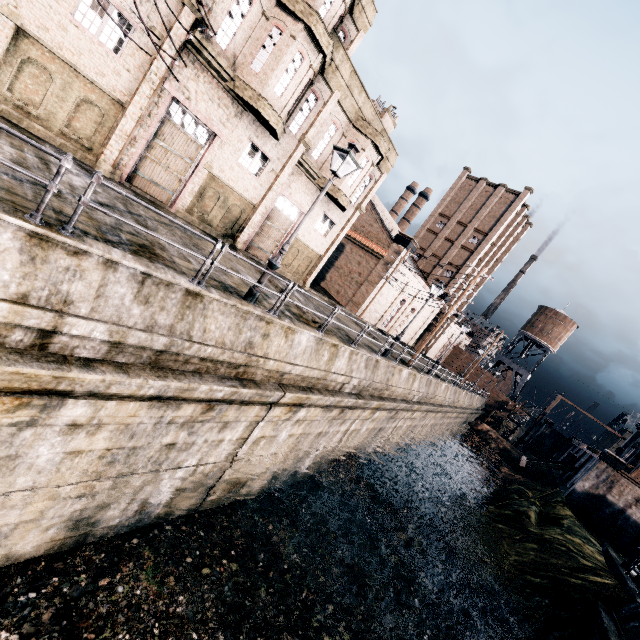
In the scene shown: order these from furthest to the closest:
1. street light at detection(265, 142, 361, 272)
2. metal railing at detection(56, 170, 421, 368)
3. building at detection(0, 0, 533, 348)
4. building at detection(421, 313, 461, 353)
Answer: building at detection(421, 313, 461, 353) < building at detection(0, 0, 533, 348) < street light at detection(265, 142, 361, 272) < metal railing at detection(56, 170, 421, 368)

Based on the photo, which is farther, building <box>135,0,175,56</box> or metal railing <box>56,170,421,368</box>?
building <box>135,0,175,56</box>

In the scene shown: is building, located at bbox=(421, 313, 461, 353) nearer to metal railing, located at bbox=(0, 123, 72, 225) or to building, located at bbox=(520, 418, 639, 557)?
building, located at bbox=(520, 418, 639, 557)

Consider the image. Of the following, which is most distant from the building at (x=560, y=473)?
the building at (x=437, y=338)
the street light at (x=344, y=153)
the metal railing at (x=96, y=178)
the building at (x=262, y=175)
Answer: the building at (x=262, y=175)

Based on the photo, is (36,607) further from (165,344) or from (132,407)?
(165,344)

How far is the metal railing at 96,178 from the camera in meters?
5.7

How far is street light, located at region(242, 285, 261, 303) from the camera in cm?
1032

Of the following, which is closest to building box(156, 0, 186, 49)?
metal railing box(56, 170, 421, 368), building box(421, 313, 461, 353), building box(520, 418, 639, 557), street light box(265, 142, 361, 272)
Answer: building box(421, 313, 461, 353)
